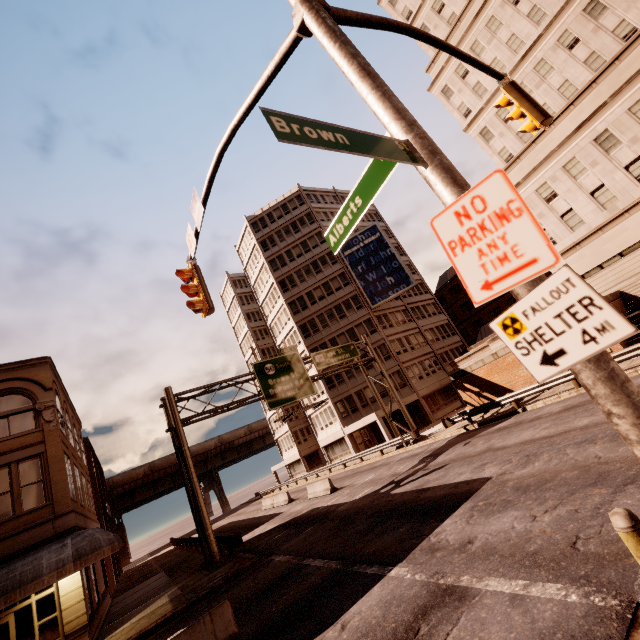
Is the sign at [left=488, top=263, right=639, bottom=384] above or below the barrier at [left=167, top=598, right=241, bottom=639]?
above

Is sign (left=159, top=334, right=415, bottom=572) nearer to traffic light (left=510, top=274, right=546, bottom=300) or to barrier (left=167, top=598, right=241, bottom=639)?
barrier (left=167, top=598, right=241, bottom=639)

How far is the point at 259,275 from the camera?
50.25m

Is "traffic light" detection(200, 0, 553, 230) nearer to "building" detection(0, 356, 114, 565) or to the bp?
"building" detection(0, 356, 114, 565)

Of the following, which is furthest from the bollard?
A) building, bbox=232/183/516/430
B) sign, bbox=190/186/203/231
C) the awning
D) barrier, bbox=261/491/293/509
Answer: building, bbox=232/183/516/430

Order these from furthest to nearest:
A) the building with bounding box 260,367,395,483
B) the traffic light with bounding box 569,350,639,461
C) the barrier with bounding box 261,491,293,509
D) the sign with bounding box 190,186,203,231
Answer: the building with bounding box 260,367,395,483
the barrier with bounding box 261,491,293,509
the sign with bounding box 190,186,203,231
the traffic light with bounding box 569,350,639,461

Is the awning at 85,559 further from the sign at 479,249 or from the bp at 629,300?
the bp at 629,300

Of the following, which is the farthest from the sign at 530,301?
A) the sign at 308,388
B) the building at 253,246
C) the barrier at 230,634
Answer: the building at 253,246
